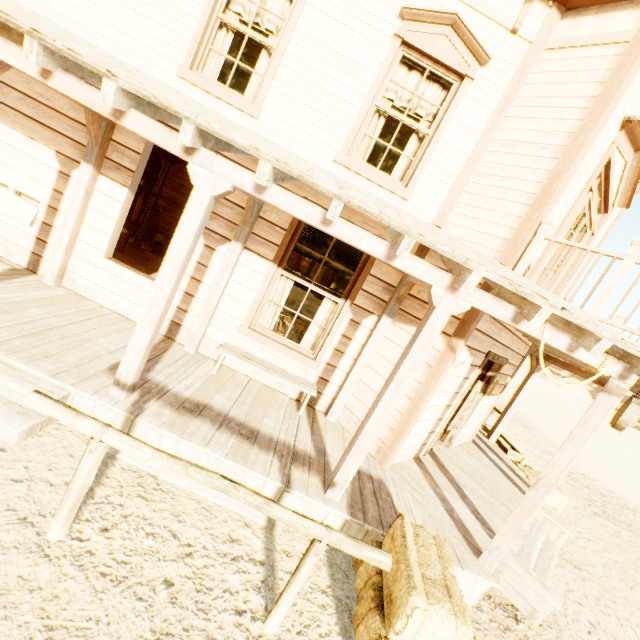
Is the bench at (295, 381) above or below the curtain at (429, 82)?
below

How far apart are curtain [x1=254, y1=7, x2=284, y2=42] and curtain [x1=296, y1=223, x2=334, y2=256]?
1.71m

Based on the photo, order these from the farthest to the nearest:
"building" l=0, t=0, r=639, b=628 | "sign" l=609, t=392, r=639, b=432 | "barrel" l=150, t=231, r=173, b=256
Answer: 1. "barrel" l=150, t=231, r=173, b=256
2. "sign" l=609, t=392, r=639, b=432
3. "building" l=0, t=0, r=639, b=628

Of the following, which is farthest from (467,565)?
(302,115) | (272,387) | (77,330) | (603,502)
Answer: (603,502)

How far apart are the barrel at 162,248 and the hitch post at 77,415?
8.78m

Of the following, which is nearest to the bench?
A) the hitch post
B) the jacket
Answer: the hitch post

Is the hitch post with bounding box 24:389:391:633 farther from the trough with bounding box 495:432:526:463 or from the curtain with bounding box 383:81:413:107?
the trough with bounding box 495:432:526:463

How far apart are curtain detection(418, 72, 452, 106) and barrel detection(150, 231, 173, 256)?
7.4 meters
